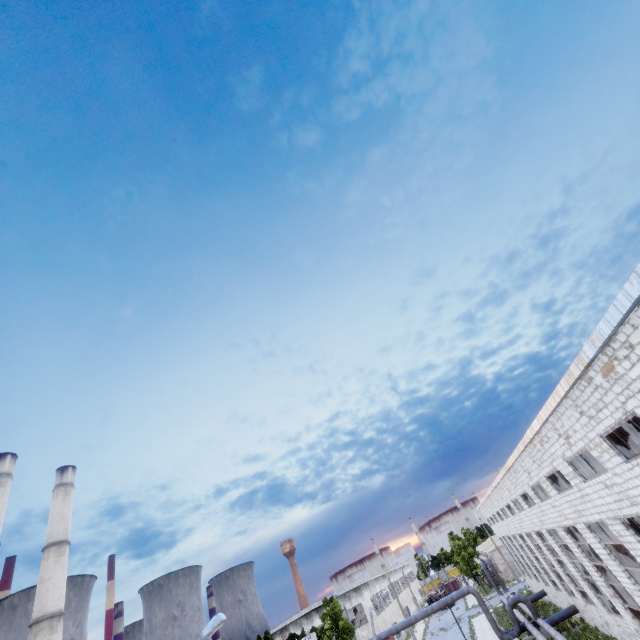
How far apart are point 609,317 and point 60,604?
48.39m

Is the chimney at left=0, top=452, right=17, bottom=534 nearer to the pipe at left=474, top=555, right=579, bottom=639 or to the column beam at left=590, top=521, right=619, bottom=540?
the pipe at left=474, top=555, right=579, bottom=639

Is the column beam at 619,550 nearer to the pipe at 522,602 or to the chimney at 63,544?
the pipe at 522,602

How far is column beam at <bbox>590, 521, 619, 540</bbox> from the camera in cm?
1692

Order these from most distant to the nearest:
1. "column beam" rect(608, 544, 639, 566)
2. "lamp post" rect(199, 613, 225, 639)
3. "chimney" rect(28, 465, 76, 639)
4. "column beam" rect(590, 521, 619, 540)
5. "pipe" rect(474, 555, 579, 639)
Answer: "chimney" rect(28, 465, 76, 639) < "pipe" rect(474, 555, 579, 639) < "column beam" rect(590, 521, 619, 540) < "column beam" rect(608, 544, 639, 566) < "lamp post" rect(199, 613, 225, 639)

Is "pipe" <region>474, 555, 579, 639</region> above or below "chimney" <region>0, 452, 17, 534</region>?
below

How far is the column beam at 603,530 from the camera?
16.9m

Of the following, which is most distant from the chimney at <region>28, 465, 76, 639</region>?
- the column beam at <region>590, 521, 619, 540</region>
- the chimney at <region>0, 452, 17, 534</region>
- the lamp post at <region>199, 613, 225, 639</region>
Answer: A: the column beam at <region>590, 521, 619, 540</region>
